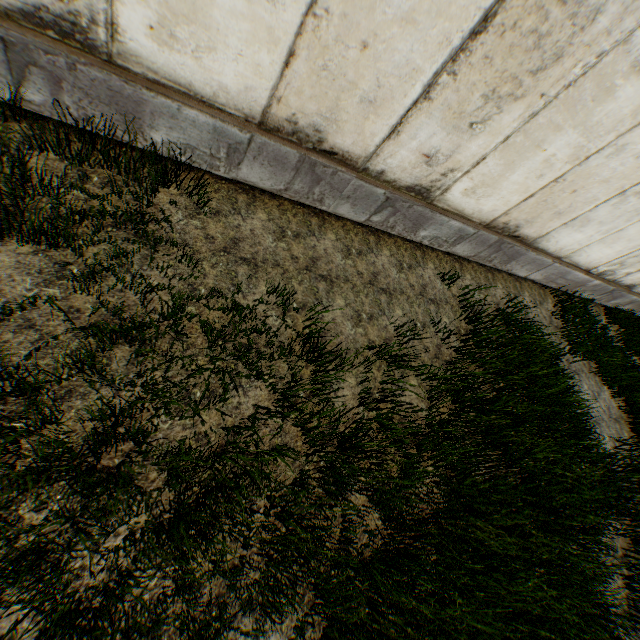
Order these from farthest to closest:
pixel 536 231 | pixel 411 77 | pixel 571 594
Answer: pixel 536 231
pixel 571 594
pixel 411 77
